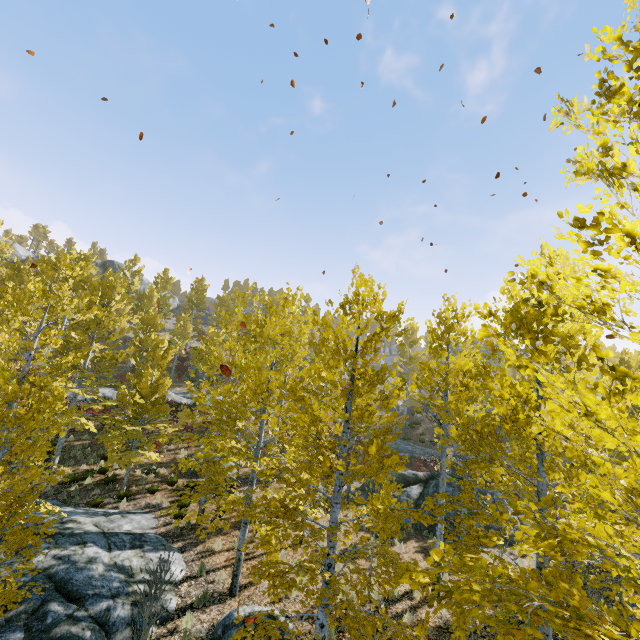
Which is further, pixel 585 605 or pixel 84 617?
pixel 84 617

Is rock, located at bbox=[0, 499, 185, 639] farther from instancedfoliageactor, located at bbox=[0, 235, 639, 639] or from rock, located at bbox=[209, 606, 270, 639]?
rock, located at bbox=[209, 606, 270, 639]

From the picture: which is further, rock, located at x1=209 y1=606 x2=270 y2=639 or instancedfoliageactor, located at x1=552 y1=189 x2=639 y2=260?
rock, located at x1=209 y1=606 x2=270 y2=639

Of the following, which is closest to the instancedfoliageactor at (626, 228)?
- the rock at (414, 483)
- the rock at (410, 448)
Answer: the rock at (410, 448)

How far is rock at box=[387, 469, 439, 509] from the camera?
17.1m

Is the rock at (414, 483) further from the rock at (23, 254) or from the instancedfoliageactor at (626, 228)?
the rock at (23, 254)

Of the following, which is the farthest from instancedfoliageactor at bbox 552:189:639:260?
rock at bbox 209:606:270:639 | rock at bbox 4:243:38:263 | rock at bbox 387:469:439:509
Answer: rock at bbox 4:243:38:263

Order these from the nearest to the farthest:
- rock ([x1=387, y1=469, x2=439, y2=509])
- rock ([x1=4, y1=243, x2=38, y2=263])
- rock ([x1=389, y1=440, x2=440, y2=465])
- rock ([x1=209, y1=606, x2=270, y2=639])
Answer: rock ([x1=209, y1=606, x2=270, y2=639]) → rock ([x1=387, y1=469, x2=439, y2=509]) → rock ([x1=389, y1=440, x2=440, y2=465]) → rock ([x1=4, y1=243, x2=38, y2=263])
